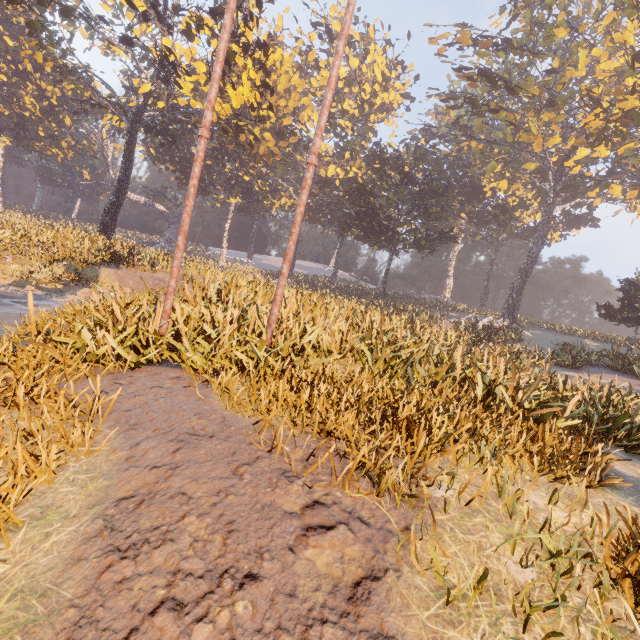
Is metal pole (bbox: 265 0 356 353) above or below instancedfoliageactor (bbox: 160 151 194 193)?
below

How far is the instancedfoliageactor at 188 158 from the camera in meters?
42.8

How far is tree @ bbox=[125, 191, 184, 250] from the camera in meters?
56.0

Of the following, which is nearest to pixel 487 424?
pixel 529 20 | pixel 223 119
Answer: pixel 223 119

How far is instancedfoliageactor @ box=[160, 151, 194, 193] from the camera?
42.78m

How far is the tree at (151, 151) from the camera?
42.62m

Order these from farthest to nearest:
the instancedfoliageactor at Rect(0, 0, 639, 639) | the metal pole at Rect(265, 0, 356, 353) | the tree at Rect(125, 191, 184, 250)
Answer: the tree at Rect(125, 191, 184, 250) < the metal pole at Rect(265, 0, 356, 353) < the instancedfoliageactor at Rect(0, 0, 639, 639)
